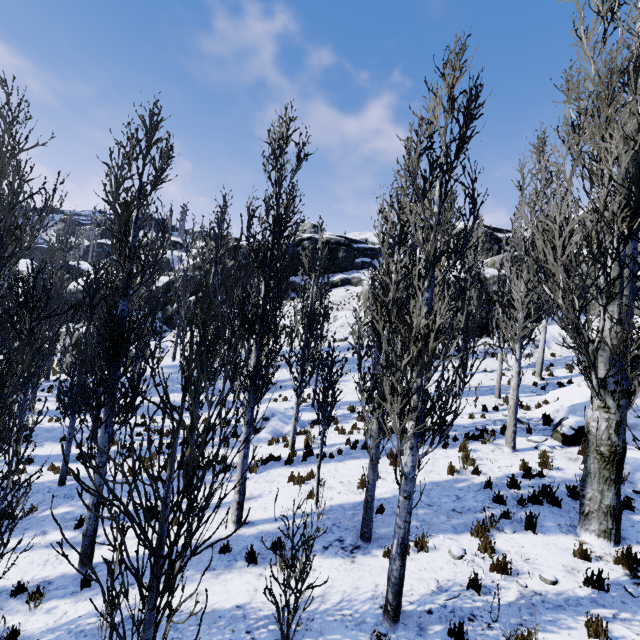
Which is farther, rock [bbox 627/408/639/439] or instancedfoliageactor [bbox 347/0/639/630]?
rock [bbox 627/408/639/439]

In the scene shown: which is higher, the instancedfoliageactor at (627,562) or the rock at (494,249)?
the rock at (494,249)

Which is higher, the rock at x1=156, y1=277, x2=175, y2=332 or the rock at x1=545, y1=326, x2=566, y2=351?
the rock at x1=545, y1=326, x2=566, y2=351

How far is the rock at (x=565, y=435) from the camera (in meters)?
10.72

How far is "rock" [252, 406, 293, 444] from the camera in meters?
14.0

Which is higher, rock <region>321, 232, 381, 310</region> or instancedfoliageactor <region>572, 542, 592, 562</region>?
rock <region>321, 232, 381, 310</region>

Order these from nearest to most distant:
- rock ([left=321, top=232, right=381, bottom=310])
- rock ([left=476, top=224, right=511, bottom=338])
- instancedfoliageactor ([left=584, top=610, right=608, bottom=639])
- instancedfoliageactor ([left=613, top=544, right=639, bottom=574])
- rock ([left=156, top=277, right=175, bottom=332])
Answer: instancedfoliageactor ([left=584, top=610, right=608, bottom=639]) → instancedfoliageactor ([left=613, top=544, right=639, bottom=574]) → rock ([left=476, top=224, right=511, bottom=338]) → rock ([left=156, top=277, right=175, bottom=332]) → rock ([left=321, top=232, right=381, bottom=310])

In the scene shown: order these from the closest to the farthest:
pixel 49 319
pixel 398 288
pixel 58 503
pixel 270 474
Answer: pixel 58 503 → pixel 270 474 → pixel 49 319 → pixel 398 288
